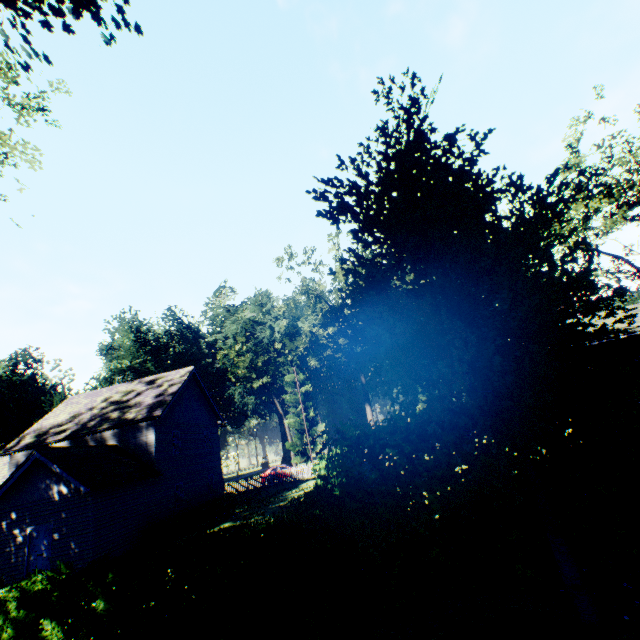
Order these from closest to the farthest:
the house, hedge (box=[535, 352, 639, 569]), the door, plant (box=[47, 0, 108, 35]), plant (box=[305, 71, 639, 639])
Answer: plant (box=[305, 71, 639, 639])
hedge (box=[535, 352, 639, 569])
plant (box=[47, 0, 108, 35])
the house
the door

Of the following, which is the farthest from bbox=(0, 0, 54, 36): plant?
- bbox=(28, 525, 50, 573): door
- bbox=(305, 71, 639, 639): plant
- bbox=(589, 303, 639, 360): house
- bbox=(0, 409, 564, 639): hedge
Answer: bbox=(28, 525, 50, 573): door

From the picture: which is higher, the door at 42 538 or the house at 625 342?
the house at 625 342

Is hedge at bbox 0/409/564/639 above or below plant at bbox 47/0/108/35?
below

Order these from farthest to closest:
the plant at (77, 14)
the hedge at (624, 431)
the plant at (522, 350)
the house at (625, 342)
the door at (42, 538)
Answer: the door at (42, 538) < the house at (625, 342) < the plant at (77, 14) < the hedge at (624, 431) < the plant at (522, 350)

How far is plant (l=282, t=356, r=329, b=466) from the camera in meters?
51.6

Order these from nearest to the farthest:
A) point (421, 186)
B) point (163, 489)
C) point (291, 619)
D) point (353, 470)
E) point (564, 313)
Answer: point (291, 619) → point (564, 313) → point (353, 470) → point (421, 186) → point (163, 489)

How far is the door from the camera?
14.6m
